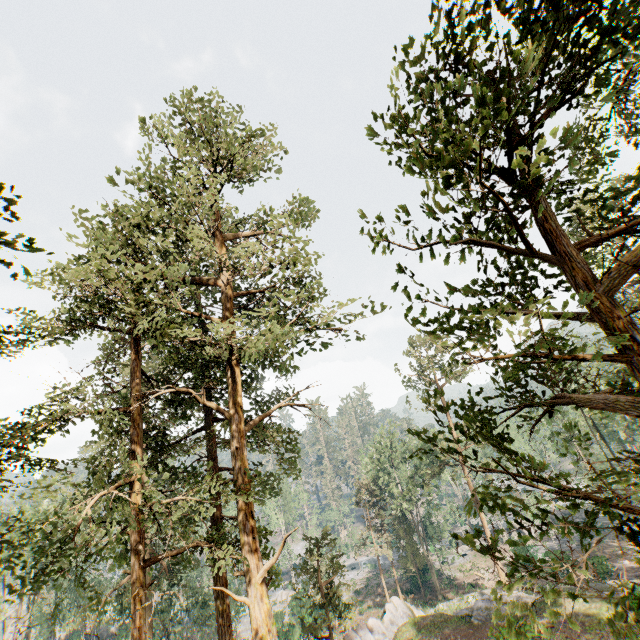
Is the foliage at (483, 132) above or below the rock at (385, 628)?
above

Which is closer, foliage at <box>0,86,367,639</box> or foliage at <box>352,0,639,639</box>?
foliage at <box>352,0,639,639</box>

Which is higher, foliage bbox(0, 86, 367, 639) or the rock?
foliage bbox(0, 86, 367, 639)

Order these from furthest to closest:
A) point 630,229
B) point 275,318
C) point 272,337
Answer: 1. point 275,318
2. point 272,337
3. point 630,229

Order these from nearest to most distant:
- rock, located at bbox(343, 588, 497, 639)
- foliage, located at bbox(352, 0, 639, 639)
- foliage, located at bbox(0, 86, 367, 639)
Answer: foliage, located at bbox(352, 0, 639, 639), foliage, located at bbox(0, 86, 367, 639), rock, located at bbox(343, 588, 497, 639)

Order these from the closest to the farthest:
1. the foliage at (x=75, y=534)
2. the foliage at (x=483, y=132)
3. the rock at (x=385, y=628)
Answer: the foliage at (x=483, y=132)
the foliage at (x=75, y=534)
the rock at (x=385, y=628)

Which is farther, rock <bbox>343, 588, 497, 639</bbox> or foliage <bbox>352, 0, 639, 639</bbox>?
rock <bbox>343, 588, 497, 639</bbox>
